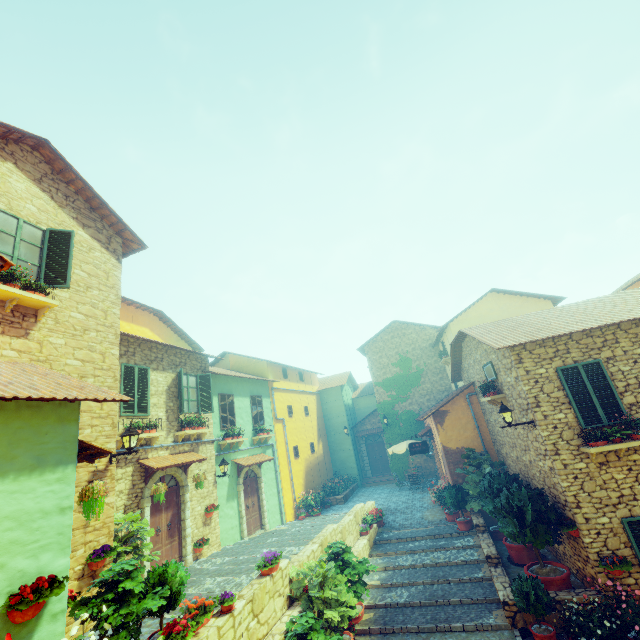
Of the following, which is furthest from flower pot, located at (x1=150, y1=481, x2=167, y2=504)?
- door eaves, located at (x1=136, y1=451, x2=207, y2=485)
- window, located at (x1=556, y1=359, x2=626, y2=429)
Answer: window, located at (x1=556, y1=359, x2=626, y2=429)

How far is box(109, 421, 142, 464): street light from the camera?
7.92m

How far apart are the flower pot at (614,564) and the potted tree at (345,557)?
5.4m

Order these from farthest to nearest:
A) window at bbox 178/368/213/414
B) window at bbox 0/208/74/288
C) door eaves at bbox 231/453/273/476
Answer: door eaves at bbox 231/453/273/476, window at bbox 178/368/213/414, window at bbox 0/208/74/288

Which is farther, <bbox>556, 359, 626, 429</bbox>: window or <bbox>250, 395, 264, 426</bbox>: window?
<bbox>250, 395, 264, 426</bbox>: window

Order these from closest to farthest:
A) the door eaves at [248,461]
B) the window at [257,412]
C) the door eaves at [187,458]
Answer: the door eaves at [187,458], the door eaves at [248,461], the window at [257,412]

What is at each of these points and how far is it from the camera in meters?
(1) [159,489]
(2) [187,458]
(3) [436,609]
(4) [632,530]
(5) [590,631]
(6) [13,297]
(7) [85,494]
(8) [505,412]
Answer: (1) flower pot, 9.6 m
(2) door eaves, 11.2 m
(3) stair, 9.1 m
(4) window, 7.7 m
(5) flower pot, 7.1 m
(6) window sill, 6.8 m
(7) flower pot, 5.4 m
(8) street light, 9.3 m

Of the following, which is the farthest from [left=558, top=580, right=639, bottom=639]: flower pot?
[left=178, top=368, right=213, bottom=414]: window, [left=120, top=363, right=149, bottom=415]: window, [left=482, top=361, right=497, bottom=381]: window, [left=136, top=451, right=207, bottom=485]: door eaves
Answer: [left=120, top=363, right=149, bottom=415]: window
